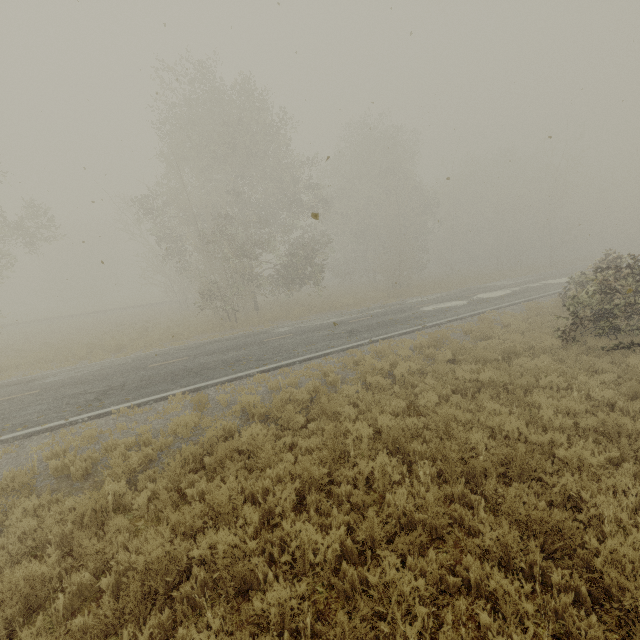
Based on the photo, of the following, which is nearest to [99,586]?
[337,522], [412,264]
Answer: [337,522]

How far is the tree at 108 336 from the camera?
19.47m

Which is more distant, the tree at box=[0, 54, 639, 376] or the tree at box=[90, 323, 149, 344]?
the tree at box=[90, 323, 149, 344]

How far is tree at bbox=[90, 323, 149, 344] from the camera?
19.47m

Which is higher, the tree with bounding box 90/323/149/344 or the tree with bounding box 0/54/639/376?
the tree with bounding box 0/54/639/376

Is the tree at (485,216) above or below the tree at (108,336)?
above
